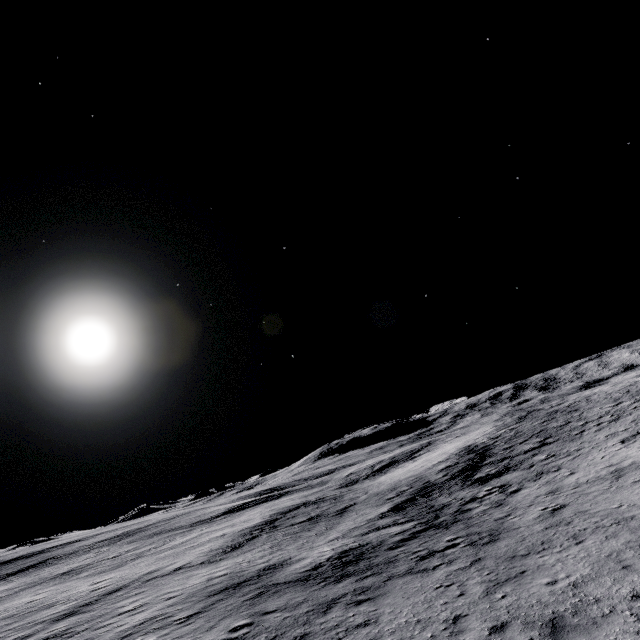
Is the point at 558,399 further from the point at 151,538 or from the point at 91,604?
the point at 151,538
